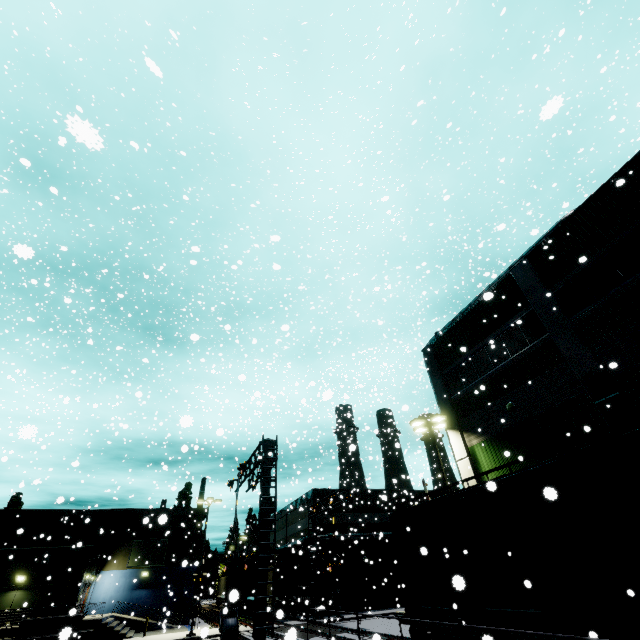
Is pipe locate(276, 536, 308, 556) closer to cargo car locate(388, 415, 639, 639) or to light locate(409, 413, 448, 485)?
cargo car locate(388, 415, 639, 639)

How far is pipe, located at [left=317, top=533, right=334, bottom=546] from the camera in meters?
32.9 m

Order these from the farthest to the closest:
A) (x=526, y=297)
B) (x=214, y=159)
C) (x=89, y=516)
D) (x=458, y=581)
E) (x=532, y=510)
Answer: (x=89, y=516), (x=214, y=159), (x=526, y=297), (x=532, y=510), (x=458, y=581)

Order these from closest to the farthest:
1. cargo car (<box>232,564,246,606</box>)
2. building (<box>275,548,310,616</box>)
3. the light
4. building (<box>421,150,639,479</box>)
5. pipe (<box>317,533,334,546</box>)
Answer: cargo car (<box>232,564,246,606</box>), building (<box>421,150,639,479</box>), the light, pipe (<box>317,533,334,546</box>), building (<box>275,548,310,616</box>)

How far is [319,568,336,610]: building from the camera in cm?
3078

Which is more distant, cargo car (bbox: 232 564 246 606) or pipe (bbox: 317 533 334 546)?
pipe (bbox: 317 533 334 546)

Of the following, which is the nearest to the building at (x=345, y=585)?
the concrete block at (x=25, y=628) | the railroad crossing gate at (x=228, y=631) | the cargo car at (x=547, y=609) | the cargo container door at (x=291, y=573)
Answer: the concrete block at (x=25, y=628)

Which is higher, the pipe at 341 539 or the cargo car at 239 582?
the pipe at 341 539
